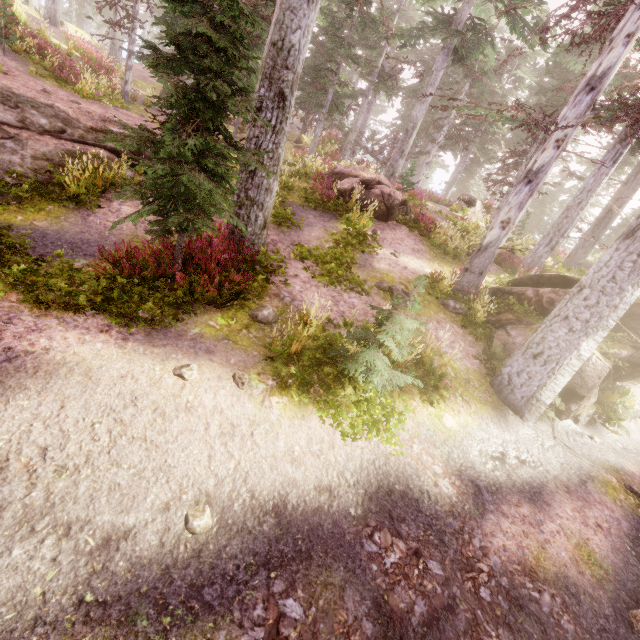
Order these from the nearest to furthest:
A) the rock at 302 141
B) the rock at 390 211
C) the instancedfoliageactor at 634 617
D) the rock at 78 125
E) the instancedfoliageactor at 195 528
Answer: the instancedfoliageactor at 195 528, the instancedfoliageactor at 634 617, the rock at 78 125, the rock at 390 211, the rock at 302 141

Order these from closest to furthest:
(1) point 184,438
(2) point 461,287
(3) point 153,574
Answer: (3) point 153,574 < (1) point 184,438 < (2) point 461,287

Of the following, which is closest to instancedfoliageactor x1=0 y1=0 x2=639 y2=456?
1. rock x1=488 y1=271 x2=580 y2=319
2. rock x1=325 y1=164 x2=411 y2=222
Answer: rock x1=488 y1=271 x2=580 y2=319

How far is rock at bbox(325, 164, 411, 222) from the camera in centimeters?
1413cm

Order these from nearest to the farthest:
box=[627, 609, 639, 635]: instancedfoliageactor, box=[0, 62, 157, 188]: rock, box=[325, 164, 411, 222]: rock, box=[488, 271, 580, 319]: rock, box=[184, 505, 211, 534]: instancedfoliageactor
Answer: box=[184, 505, 211, 534]: instancedfoliageactor → box=[627, 609, 639, 635]: instancedfoliageactor → box=[0, 62, 157, 188]: rock → box=[488, 271, 580, 319]: rock → box=[325, 164, 411, 222]: rock

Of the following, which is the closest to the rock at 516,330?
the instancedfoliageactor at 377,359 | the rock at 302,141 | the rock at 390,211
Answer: the instancedfoliageactor at 377,359

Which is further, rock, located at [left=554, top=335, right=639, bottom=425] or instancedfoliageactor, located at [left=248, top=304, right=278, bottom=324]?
rock, located at [left=554, top=335, right=639, bottom=425]

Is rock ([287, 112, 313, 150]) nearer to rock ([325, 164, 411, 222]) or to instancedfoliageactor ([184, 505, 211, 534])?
instancedfoliageactor ([184, 505, 211, 534])
